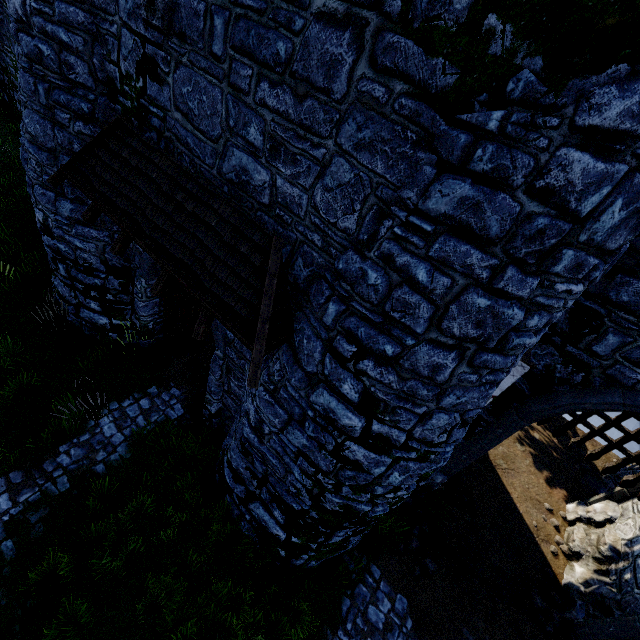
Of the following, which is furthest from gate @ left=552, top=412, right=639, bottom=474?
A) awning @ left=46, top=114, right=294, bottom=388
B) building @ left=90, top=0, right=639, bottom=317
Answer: awning @ left=46, top=114, right=294, bottom=388

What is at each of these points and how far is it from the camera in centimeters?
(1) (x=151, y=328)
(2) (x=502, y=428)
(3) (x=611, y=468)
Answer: (1) building, 952cm
(2) building, 720cm
(3) gate, 905cm

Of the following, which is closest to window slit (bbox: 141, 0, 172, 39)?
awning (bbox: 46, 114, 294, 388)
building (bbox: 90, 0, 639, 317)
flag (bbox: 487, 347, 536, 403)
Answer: building (bbox: 90, 0, 639, 317)

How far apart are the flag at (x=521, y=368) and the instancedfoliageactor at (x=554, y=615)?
6.0m

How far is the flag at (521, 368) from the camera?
5.6 meters

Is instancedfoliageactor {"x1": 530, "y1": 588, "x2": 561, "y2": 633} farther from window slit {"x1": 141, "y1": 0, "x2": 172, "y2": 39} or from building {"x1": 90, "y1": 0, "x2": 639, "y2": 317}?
window slit {"x1": 141, "y1": 0, "x2": 172, "y2": 39}

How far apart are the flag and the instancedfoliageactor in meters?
6.0 m

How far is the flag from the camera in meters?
5.6
